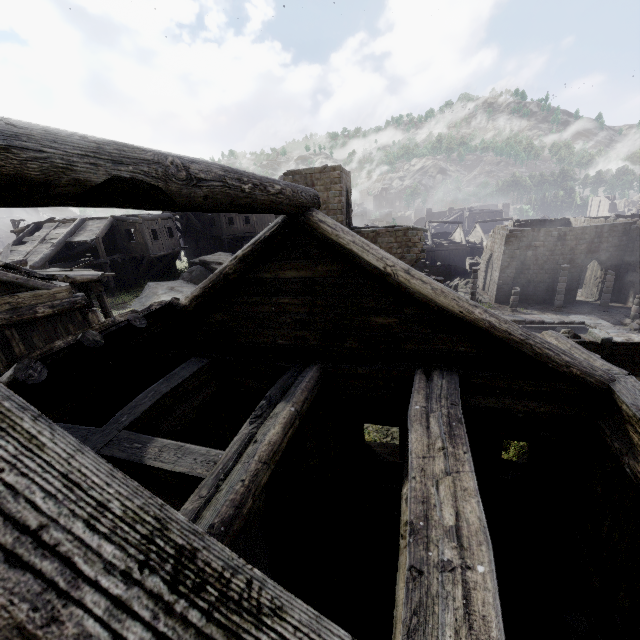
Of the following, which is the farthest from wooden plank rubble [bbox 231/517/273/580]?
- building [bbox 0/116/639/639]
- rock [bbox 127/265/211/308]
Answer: rock [bbox 127/265/211/308]

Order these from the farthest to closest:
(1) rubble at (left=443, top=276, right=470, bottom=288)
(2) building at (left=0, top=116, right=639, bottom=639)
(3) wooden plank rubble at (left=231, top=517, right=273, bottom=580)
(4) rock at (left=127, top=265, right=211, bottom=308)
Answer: (1) rubble at (left=443, top=276, right=470, bottom=288)
(4) rock at (left=127, top=265, right=211, bottom=308)
(3) wooden plank rubble at (left=231, top=517, right=273, bottom=580)
(2) building at (left=0, top=116, right=639, bottom=639)

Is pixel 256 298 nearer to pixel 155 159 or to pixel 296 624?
pixel 155 159

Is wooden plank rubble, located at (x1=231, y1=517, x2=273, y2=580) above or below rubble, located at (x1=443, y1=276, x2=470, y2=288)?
above

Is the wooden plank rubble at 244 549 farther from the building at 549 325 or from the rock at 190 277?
the rock at 190 277

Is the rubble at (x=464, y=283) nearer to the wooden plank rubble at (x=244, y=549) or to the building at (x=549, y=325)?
the building at (x=549, y=325)

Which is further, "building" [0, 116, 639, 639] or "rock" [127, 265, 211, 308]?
"rock" [127, 265, 211, 308]

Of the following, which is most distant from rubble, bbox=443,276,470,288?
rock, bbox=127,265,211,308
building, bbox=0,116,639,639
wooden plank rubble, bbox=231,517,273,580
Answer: wooden plank rubble, bbox=231,517,273,580
